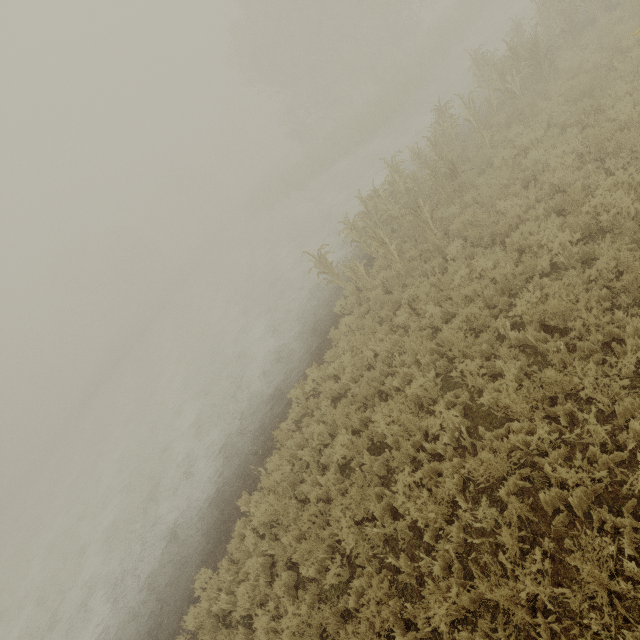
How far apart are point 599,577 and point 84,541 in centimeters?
1868cm
